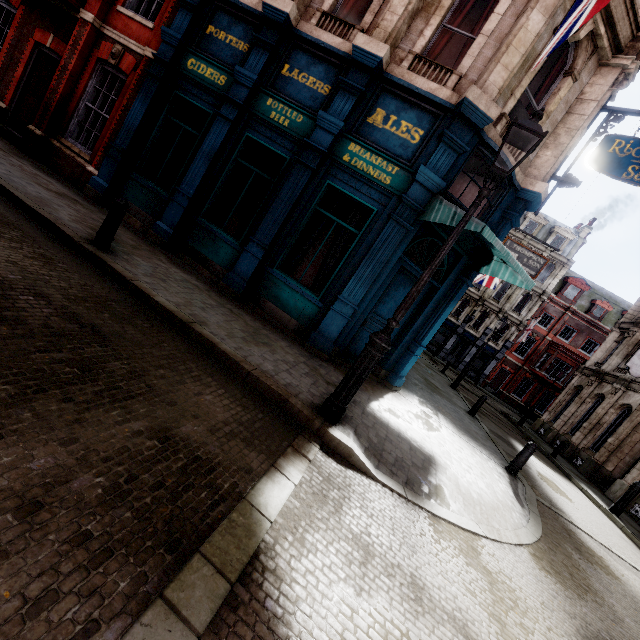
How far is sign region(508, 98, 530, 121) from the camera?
7.4m

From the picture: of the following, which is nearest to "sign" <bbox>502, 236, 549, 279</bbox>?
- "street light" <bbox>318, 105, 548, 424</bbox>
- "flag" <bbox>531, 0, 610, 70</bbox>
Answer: "flag" <bbox>531, 0, 610, 70</bbox>

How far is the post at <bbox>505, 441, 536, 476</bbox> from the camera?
8.1 meters

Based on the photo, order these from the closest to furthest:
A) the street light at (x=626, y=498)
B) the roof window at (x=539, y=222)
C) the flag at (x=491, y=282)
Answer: the street light at (x=626, y=498), the flag at (x=491, y=282), the roof window at (x=539, y=222)

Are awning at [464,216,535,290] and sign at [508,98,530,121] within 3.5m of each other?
yes

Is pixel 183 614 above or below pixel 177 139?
below

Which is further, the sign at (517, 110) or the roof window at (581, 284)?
the roof window at (581, 284)

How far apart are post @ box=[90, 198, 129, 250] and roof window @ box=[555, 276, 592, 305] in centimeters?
4203cm
